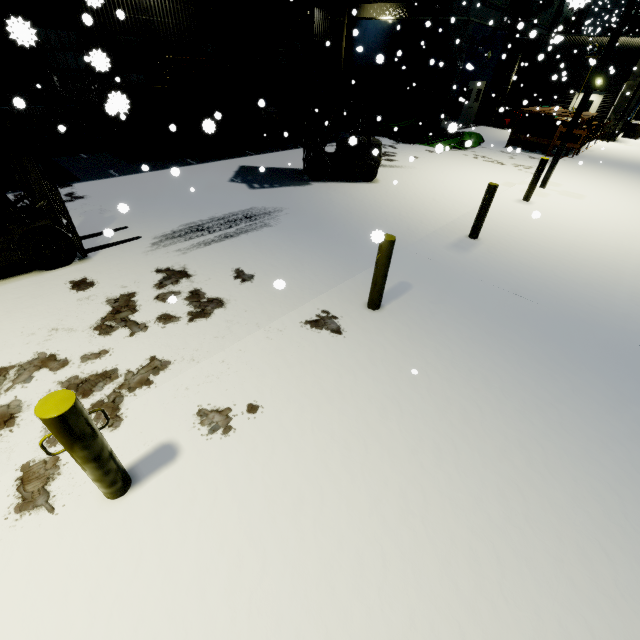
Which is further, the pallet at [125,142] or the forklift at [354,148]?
the forklift at [354,148]

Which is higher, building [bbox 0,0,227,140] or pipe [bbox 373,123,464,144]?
building [bbox 0,0,227,140]

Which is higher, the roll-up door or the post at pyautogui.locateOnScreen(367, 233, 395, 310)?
the roll-up door

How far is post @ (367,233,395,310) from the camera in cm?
419

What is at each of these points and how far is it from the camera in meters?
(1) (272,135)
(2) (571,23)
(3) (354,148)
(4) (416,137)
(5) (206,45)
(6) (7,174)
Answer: (1) portable restroom, 13.3 m
(2) building, 28.4 m
(3) forklift, 9.9 m
(4) pipe, 16.5 m
(5) building, 15.0 m
(6) building, 8.4 m

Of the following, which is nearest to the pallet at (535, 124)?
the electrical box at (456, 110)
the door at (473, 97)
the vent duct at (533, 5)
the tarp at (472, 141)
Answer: the tarp at (472, 141)

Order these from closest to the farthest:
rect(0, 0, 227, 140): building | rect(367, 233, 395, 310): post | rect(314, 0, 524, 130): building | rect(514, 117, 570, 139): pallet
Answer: rect(367, 233, 395, 310): post < rect(0, 0, 227, 140): building < rect(514, 117, 570, 139): pallet < rect(314, 0, 524, 130): building

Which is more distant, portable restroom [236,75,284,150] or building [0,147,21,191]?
portable restroom [236,75,284,150]
